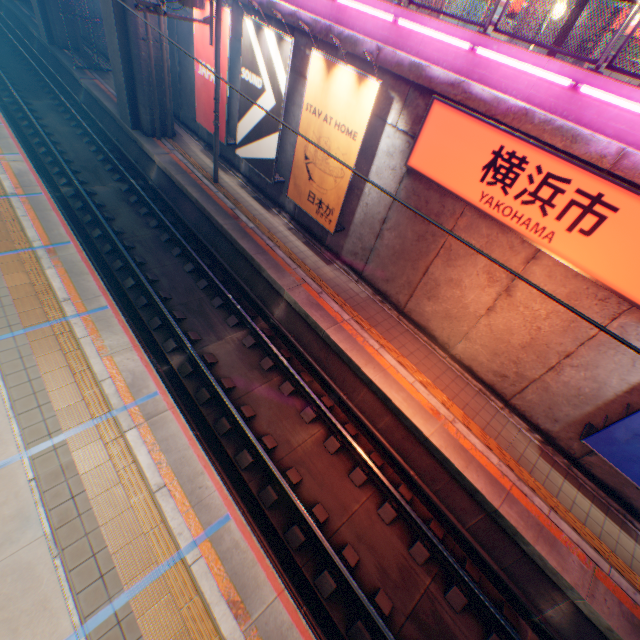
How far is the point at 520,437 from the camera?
8.67m

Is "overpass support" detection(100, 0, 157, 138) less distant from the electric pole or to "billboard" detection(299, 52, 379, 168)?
the electric pole

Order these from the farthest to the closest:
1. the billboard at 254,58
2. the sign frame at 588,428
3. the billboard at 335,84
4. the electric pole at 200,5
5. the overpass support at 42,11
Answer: the overpass support at 42,11 → the billboard at 254,58 → the electric pole at 200,5 → the billboard at 335,84 → the sign frame at 588,428

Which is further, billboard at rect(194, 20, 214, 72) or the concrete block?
billboard at rect(194, 20, 214, 72)

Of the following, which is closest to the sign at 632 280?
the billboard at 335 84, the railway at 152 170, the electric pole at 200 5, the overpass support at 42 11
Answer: the billboard at 335 84

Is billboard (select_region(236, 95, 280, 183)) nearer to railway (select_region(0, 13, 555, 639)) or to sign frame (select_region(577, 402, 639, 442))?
railway (select_region(0, 13, 555, 639))

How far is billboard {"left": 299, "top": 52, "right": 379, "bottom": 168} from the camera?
8.4 meters

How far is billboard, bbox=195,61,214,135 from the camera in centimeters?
1308cm
